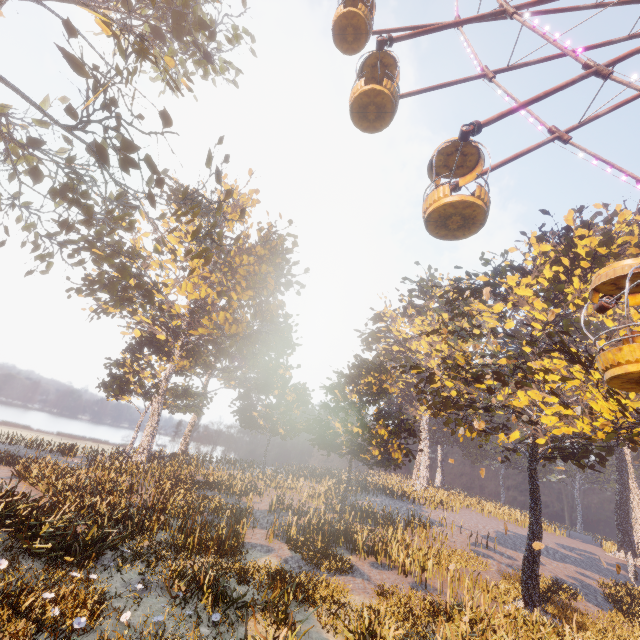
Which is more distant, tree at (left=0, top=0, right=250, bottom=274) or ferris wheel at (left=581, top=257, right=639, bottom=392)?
tree at (left=0, top=0, right=250, bottom=274)

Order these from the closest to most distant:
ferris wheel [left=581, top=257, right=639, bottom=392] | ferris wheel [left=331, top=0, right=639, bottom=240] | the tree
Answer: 1. ferris wheel [left=581, top=257, right=639, bottom=392]
2. ferris wheel [left=331, top=0, right=639, bottom=240]
3. the tree

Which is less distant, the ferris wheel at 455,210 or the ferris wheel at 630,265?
the ferris wheel at 630,265

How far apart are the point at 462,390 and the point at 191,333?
30.01m

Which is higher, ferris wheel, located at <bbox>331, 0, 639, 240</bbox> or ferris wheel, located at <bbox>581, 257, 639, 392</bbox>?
ferris wheel, located at <bbox>331, 0, 639, 240</bbox>

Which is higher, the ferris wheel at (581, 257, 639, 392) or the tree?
the tree

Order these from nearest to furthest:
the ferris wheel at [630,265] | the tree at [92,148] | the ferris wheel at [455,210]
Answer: the ferris wheel at [630,265] → the ferris wheel at [455,210] → the tree at [92,148]
